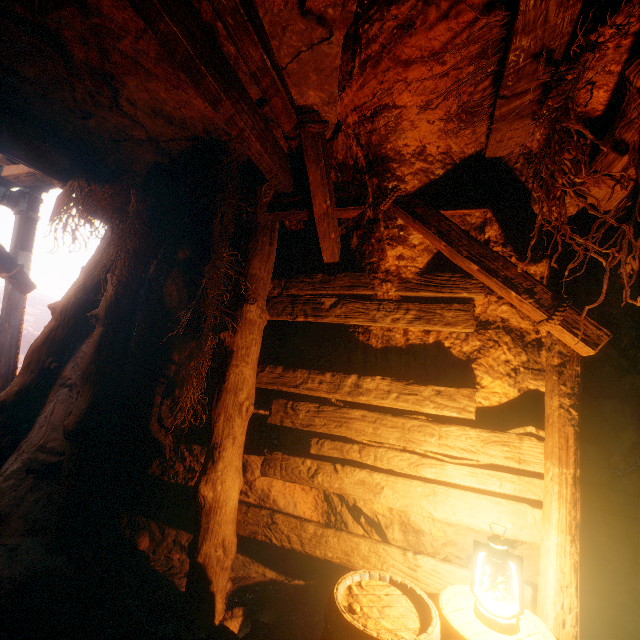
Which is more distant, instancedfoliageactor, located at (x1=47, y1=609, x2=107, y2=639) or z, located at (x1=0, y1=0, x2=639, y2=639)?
instancedfoliageactor, located at (x1=47, y1=609, x2=107, y2=639)

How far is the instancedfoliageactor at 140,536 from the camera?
3.4 meters

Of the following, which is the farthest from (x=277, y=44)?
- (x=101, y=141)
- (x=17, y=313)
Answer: (x=17, y=313)

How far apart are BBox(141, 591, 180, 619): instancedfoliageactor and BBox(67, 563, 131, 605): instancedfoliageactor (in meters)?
0.27

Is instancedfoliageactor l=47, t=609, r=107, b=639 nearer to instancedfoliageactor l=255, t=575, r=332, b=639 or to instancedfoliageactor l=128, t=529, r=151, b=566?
instancedfoliageactor l=255, t=575, r=332, b=639

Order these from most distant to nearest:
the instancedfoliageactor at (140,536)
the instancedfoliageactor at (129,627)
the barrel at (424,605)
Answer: the instancedfoliageactor at (140,536) → the instancedfoliageactor at (129,627) → the barrel at (424,605)

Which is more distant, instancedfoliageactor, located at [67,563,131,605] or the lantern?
instancedfoliageactor, located at [67,563,131,605]

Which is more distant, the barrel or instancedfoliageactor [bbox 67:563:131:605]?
instancedfoliageactor [bbox 67:563:131:605]
